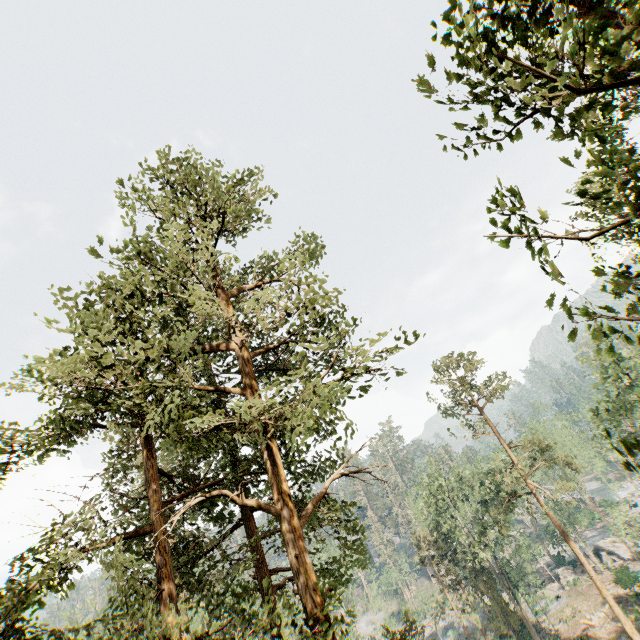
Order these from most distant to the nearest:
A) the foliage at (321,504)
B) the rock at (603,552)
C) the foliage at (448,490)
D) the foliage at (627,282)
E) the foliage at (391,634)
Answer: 1. the rock at (603,552)
2. the foliage at (448,490)
3. the foliage at (391,634)
4. the foliage at (321,504)
5. the foliage at (627,282)

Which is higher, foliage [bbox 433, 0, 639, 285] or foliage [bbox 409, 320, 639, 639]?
foliage [bbox 433, 0, 639, 285]

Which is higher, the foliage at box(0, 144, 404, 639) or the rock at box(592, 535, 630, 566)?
the foliage at box(0, 144, 404, 639)

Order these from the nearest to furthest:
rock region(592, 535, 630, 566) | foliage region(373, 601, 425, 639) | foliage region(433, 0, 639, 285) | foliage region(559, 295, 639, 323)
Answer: foliage region(433, 0, 639, 285) → foliage region(559, 295, 639, 323) → foliage region(373, 601, 425, 639) → rock region(592, 535, 630, 566)

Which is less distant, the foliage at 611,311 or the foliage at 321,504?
the foliage at 611,311

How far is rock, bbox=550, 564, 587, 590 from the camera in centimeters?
4319cm

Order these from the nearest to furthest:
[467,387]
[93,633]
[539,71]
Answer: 1. [539,71]
2. [467,387]
3. [93,633]
